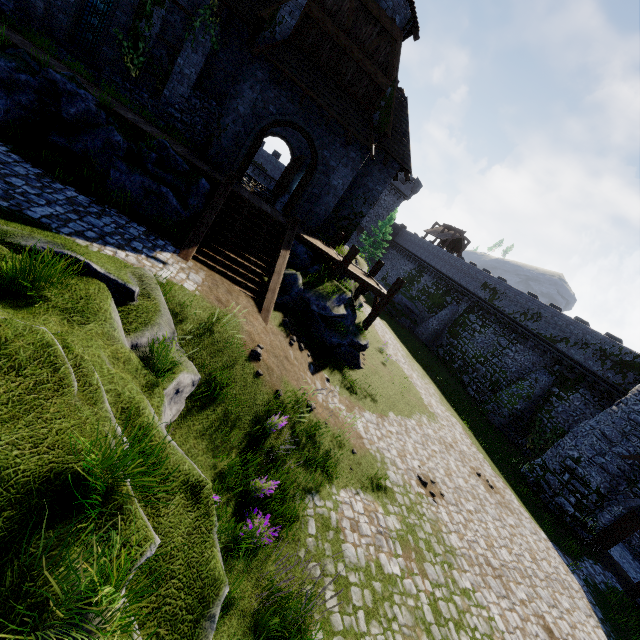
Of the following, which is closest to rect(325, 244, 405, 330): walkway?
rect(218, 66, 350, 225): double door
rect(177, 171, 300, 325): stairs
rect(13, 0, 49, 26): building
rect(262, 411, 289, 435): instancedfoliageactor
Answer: rect(13, 0, 49, 26): building

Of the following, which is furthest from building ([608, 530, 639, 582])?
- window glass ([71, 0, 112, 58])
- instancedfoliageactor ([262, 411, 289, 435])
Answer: window glass ([71, 0, 112, 58])

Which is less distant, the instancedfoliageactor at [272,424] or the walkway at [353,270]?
the instancedfoliageactor at [272,424]

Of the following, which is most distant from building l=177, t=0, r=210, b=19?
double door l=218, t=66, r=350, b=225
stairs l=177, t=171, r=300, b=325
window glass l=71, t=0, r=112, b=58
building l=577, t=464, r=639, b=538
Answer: building l=577, t=464, r=639, b=538

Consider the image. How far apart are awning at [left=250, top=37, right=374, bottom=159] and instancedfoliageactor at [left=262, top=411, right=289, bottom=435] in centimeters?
1179cm

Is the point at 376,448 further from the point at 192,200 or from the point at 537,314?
the point at 537,314

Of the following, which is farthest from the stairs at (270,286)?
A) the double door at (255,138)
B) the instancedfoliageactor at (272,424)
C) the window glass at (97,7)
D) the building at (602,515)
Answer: the building at (602,515)

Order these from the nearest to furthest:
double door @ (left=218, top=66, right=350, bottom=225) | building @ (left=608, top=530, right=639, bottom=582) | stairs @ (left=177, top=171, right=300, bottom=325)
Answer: stairs @ (left=177, top=171, right=300, bottom=325) < double door @ (left=218, top=66, right=350, bottom=225) < building @ (left=608, top=530, right=639, bottom=582)
